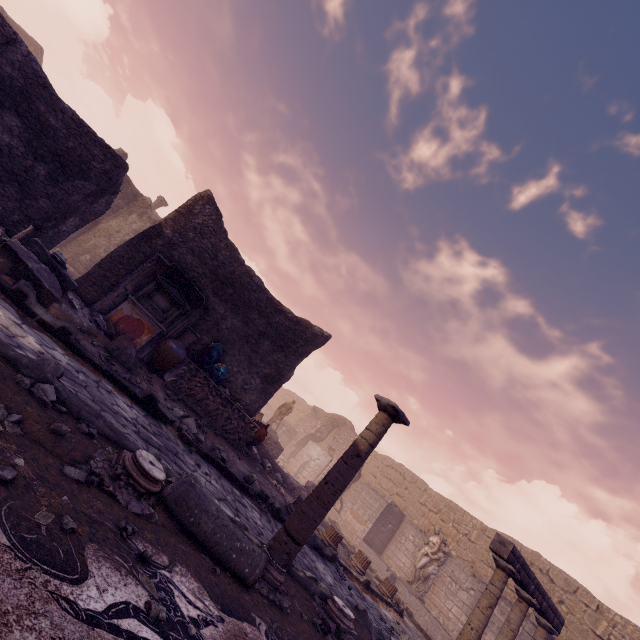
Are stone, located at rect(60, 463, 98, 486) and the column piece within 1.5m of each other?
yes

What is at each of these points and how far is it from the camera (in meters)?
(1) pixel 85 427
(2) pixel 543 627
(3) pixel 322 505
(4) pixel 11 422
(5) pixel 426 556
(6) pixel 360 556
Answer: (1) rocks, 2.90
(2) column, 7.56
(3) column, 3.78
(4) stone, 2.19
(5) sculpture, 14.12
(6) column base, 9.40

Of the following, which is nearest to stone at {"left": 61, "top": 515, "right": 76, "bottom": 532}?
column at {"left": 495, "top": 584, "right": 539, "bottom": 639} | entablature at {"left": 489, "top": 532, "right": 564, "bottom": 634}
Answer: entablature at {"left": 489, "top": 532, "right": 564, "bottom": 634}

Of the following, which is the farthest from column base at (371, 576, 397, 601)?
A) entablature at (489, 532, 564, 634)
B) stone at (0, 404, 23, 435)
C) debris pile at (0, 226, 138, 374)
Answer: stone at (0, 404, 23, 435)

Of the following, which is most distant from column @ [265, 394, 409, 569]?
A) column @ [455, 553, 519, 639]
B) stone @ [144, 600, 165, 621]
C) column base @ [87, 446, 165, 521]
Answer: column @ [455, 553, 519, 639]

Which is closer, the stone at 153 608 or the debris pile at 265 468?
the stone at 153 608

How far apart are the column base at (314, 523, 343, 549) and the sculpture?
7.30m

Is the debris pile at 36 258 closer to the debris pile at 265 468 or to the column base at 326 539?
the debris pile at 265 468
